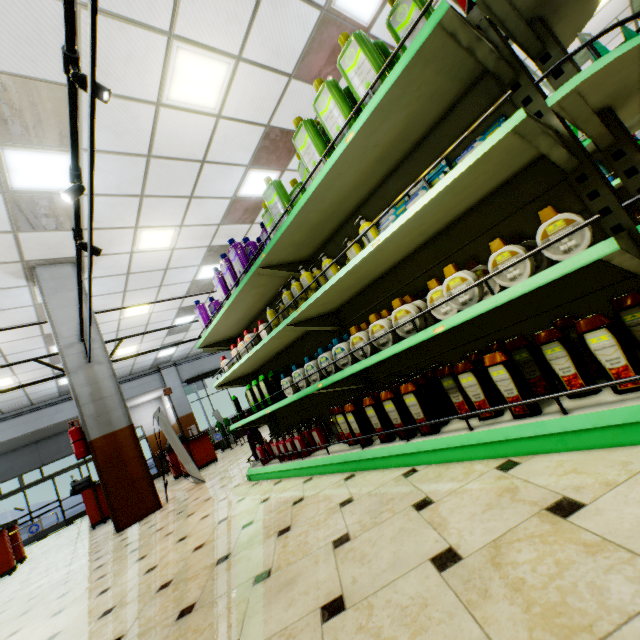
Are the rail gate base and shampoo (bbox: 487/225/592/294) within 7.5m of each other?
no

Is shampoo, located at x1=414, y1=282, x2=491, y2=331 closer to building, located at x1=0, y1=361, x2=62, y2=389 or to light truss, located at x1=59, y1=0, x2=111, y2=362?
building, located at x1=0, y1=361, x2=62, y2=389

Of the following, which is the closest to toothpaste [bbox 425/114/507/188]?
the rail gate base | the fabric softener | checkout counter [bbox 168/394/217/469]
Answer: the fabric softener

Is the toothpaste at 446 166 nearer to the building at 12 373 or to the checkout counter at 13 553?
the building at 12 373

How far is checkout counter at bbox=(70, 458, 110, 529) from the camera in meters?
7.5 m

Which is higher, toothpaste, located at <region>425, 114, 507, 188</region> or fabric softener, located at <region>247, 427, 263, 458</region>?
toothpaste, located at <region>425, 114, 507, 188</region>

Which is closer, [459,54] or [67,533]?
[459,54]

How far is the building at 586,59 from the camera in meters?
7.6
